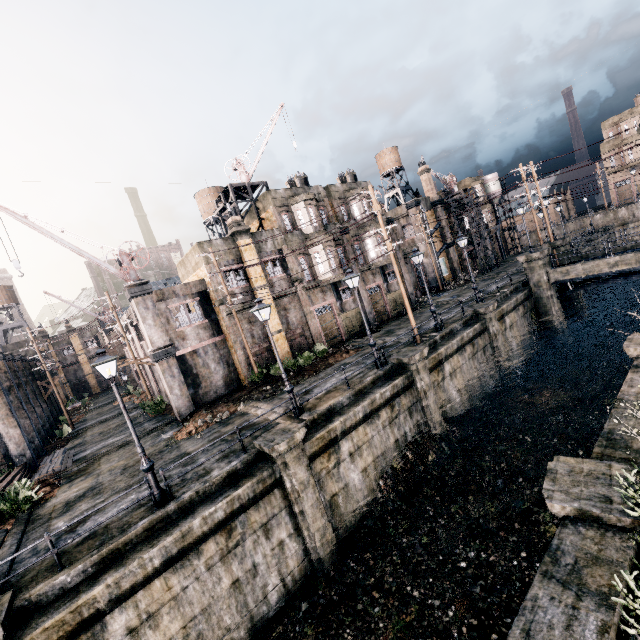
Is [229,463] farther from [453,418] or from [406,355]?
[453,418]

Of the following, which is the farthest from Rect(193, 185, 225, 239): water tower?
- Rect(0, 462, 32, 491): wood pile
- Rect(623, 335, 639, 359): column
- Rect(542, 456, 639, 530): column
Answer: Rect(542, 456, 639, 530): column

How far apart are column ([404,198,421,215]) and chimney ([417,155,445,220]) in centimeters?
288cm

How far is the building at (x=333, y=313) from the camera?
24.2 meters

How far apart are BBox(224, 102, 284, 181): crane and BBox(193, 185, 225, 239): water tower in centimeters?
1627cm

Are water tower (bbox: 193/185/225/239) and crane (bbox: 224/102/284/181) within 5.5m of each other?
no

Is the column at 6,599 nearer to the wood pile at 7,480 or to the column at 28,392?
the wood pile at 7,480

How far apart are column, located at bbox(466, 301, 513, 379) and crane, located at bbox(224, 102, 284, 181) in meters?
20.8 m
